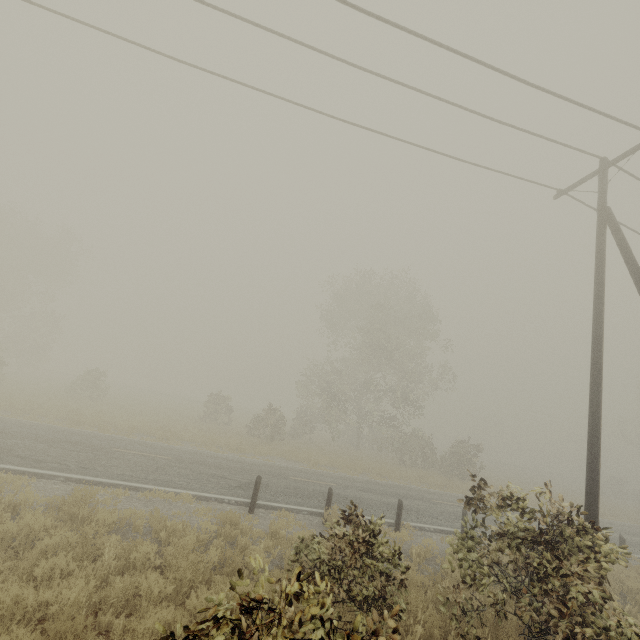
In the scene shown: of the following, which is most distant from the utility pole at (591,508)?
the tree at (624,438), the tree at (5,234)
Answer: the tree at (624,438)

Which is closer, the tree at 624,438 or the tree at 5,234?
the tree at 5,234

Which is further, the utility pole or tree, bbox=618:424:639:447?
tree, bbox=618:424:639:447

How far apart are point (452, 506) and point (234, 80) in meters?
19.0

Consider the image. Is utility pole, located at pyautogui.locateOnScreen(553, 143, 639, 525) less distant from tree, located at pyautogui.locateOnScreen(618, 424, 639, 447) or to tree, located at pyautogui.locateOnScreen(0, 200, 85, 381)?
tree, located at pyautogui.locateOnScreen(0, 200, 85, 381)

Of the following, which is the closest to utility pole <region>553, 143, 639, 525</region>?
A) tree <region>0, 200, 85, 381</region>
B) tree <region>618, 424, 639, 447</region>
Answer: tree <region>0, 200, 85, 381</region>

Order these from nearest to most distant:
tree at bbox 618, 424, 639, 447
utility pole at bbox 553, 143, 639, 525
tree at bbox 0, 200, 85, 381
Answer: utility pole at bbox 553, 143, 639, 525 → tree at bbox 0, 200, 85, 381 → tree at bbox 618, 424, 639, 447
